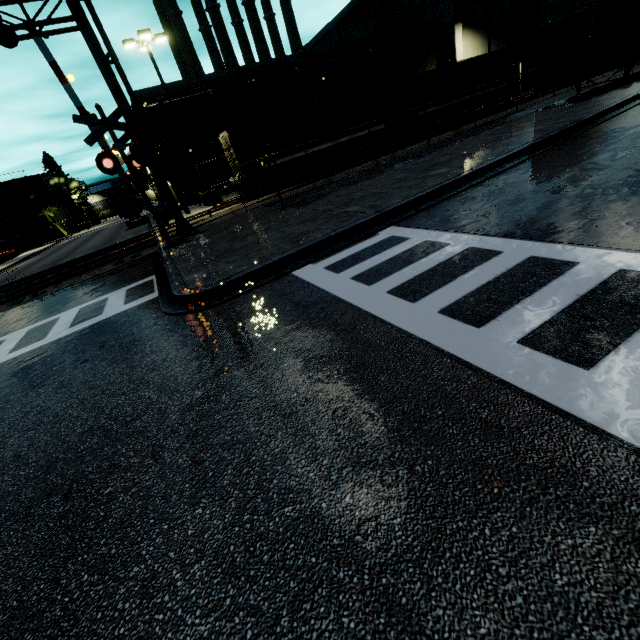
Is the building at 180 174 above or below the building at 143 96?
below

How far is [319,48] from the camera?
35.7m

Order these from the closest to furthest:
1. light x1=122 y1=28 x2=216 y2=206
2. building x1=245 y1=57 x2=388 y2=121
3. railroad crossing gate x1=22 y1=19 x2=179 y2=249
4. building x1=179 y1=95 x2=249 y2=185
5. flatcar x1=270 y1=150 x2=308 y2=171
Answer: railroad crossing gate x1=22 y1=19 x2=179 y2=249
light x1=122 y1=28 x2=216 y2=206
flatcar x1=270 y1=150 x2=308 y2=171
building x1=245 y1=57 x2=388 y2=121
building x1=179 y1=95 x2=249 y2=185

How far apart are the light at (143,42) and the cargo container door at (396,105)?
15.19m

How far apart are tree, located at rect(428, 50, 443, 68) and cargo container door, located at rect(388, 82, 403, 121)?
15.0m

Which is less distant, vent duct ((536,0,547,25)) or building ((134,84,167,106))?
building ((134,84,167,106))

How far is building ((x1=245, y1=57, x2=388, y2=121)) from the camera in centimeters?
3045cm

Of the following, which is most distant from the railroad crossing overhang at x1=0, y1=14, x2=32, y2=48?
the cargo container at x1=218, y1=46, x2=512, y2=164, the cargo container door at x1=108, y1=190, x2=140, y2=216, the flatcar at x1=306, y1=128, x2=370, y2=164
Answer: the cargo container door at x1=108, y1=190, x2=140, y2=216
